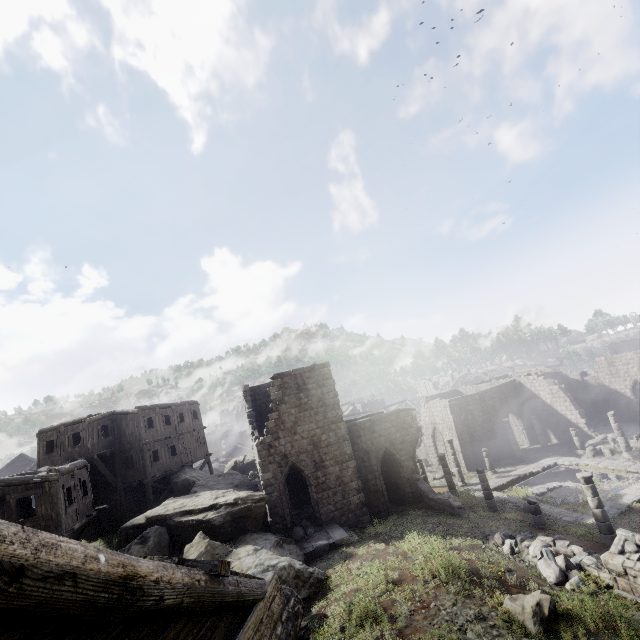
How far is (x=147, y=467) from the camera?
25.3 meters

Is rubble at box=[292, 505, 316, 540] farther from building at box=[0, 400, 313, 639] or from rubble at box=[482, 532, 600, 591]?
rubble at box=[482, 532, 600, 591]

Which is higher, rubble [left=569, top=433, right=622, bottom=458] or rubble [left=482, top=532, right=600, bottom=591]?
rubble [left=482, top=532, right=600, bottom=591]

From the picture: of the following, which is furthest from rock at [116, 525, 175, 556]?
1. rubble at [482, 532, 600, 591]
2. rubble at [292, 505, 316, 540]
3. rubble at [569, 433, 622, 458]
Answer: rubble at [569, 433, 622, 458]

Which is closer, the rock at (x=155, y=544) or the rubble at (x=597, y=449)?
the rock at (x=155, y=544)

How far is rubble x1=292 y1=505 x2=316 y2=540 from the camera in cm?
1884

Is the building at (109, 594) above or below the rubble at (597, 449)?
above

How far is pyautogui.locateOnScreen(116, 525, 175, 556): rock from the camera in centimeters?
1552cm
